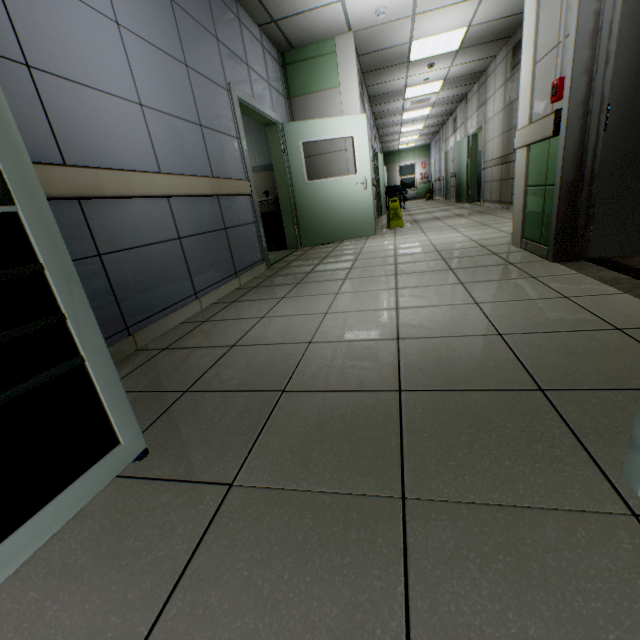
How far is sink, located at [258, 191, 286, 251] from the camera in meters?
5.9

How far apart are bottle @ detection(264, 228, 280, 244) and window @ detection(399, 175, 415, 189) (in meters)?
18.57

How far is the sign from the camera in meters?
6.8 m

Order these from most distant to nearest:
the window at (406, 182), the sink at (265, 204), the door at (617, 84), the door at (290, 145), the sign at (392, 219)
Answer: the window at (406, 182) < the sign at (392, 219) < the sink at (265, 204) < the door at (290, 145) < the door at (617, 84)

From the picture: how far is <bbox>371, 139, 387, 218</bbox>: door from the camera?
9.5m

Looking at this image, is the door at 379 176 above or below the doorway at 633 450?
above

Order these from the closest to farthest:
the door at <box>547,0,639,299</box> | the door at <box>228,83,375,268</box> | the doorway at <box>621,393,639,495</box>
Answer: the doorway at <box>621,393,639,495</box>, the door at <box>547,0,639,299</box>, the door at <box>228,83,375,268</box>

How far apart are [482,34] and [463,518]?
8.4m
